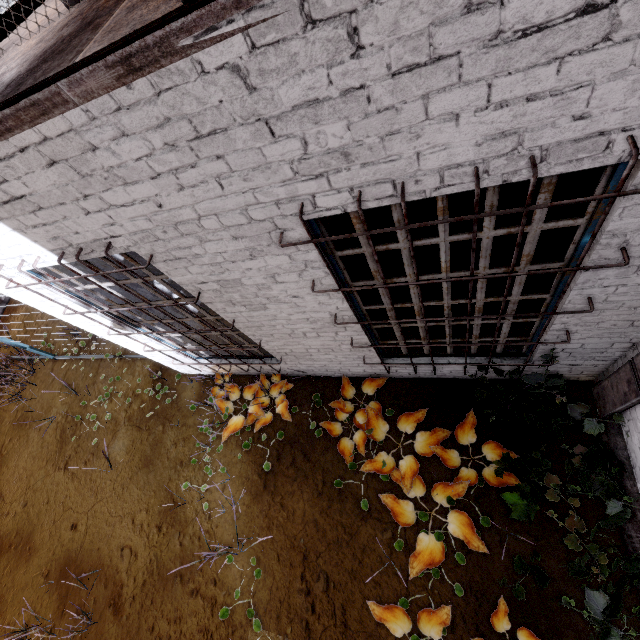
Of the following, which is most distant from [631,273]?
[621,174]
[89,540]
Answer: [89,540]

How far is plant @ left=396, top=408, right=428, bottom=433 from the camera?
4.0 meters

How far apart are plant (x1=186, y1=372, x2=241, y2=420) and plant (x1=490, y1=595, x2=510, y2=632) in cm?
250

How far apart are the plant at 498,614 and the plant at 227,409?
2.5 meters

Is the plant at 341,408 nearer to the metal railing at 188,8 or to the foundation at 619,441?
the foundation at 619,441

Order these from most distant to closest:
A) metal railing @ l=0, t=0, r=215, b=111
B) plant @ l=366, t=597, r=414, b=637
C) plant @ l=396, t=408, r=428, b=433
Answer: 1. plant @ l=396, t=408, r=428, b=433
2. plant @ l=366, t=597, r=414, b=637
3. metal railing @ l=0, t=0, r=215, b=111
